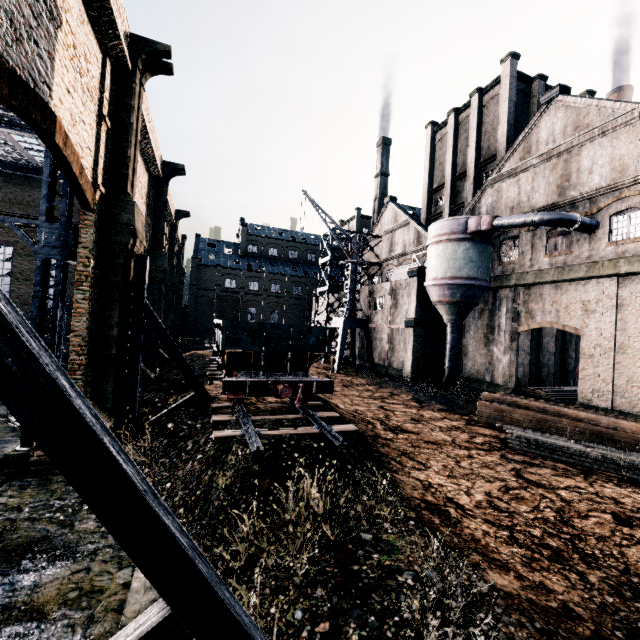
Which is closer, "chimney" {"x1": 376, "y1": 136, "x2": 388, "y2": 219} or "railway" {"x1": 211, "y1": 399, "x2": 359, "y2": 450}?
"railway" {"x1": 211, "y1": 399, "x2": 359, "y2": 450}

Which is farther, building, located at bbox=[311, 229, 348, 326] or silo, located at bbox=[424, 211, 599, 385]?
building, located at bbox=[311, 229, 348, 326]

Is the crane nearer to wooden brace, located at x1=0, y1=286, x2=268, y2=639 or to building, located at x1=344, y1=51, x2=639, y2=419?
building, located at x1=344, y1=51, x2=639, y2=419

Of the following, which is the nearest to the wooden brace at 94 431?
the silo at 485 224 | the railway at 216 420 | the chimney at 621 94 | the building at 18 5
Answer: the building at 18 5

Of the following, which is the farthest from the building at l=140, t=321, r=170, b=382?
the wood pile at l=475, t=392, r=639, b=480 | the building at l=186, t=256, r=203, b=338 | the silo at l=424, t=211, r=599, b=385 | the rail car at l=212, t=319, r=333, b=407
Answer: the building at l=186, t=256, r=203, b=338

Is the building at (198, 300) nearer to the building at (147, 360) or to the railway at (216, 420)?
the building at (147, 360)

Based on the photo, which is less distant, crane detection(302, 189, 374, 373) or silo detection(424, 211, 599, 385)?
silo detection(424, 211, 599, 385)

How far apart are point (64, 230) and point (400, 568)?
16.7 meters
